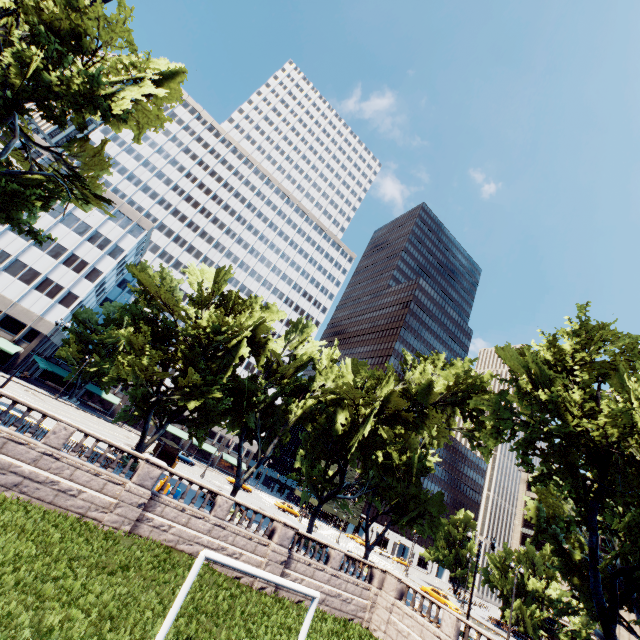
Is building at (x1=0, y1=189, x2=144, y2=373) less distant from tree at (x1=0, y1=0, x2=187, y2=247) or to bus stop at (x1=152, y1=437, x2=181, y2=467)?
tree at (x1=0, y1=0, x2=187, y2=247)

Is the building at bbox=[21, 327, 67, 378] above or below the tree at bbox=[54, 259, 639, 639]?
below

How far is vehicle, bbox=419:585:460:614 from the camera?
40.1 meters

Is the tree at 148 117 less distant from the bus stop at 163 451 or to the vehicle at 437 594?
the bus stop at 163 451

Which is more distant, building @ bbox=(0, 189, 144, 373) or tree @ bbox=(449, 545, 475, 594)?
tree @ bbox=(449, 545, 475, 594)

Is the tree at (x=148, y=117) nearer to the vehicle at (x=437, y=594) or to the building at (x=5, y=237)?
the building at (x=5, y=237)

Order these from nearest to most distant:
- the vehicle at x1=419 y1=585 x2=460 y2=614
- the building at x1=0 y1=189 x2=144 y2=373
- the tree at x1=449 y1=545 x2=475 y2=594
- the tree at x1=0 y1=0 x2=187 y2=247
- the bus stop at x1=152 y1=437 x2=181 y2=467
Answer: the tree at x1=0 y1=0 x2=187 y2=247 → the bus stop at x1=152 y1=437 x2=181 y2=467 → the vehicle at x1=419 y1=585 x2=460 y2=614 → the building at x1=0 y1=189 x2=144 y2=373 → the tree at x1=449 y1=545 x2=475 y2=594

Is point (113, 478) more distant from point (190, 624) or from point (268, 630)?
point (268, 630)
